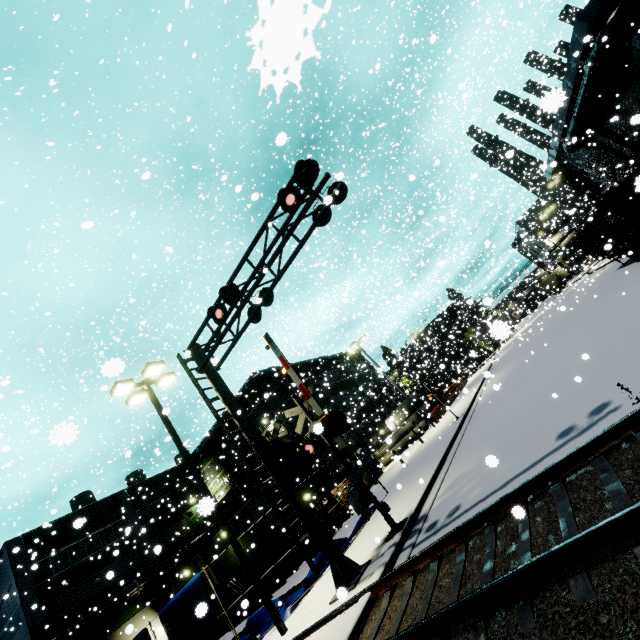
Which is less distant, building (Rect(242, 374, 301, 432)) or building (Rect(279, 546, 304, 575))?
building (Rect(279, 546, 304, 575))

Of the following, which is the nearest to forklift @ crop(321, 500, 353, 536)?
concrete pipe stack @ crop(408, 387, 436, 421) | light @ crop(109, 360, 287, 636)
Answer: concrete pipe stack @ crop(408, 387, 436, 421)

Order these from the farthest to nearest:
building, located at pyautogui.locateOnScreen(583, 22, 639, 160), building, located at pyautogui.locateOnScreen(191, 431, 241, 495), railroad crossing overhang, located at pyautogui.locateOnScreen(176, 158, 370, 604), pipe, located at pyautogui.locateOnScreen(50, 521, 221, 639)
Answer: building, located at pyautogui.locateOnScreen(191, 431, 241, 495) → pipe, located at pyautogui.locateOnScreen(50, 521, 221, 639) → building, located at pyautogui.locateOnScreen(583, 22, 639, 160) → railroad crossing overhang, located at pyautogui.locateOnScreen(176, 158, 370, 604)

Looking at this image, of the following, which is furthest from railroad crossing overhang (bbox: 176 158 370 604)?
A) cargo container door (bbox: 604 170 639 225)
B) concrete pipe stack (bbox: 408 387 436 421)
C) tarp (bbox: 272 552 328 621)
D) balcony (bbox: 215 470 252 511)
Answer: concrete pipe stack (bbox: 408 387 436 421)

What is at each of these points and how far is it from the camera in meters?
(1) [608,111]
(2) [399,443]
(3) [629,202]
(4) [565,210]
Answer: (1) building, 22.2
(2) concrete pipe, 32.3
(3) cargo container door, 15.9
(4) building, 53.5

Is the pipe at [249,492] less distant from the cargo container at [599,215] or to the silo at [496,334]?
the silo at [496,334]

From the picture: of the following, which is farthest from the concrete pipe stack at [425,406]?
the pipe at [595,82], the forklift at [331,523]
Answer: the forklift at [331,523]
